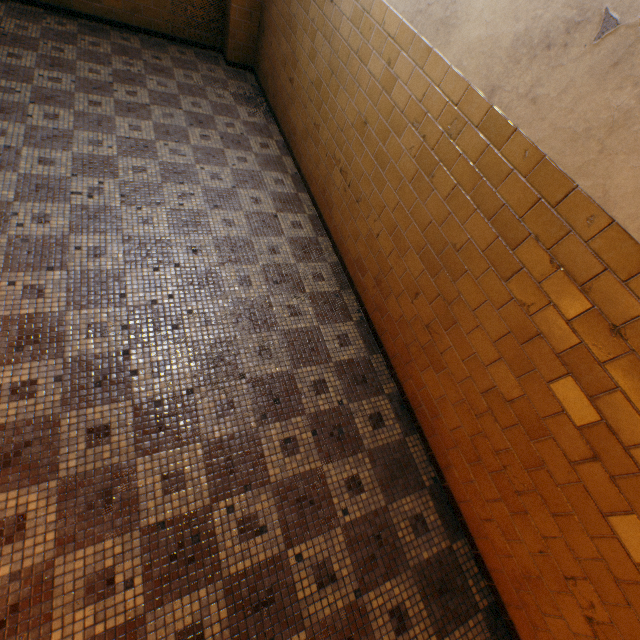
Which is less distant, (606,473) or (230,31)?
(606,473)
